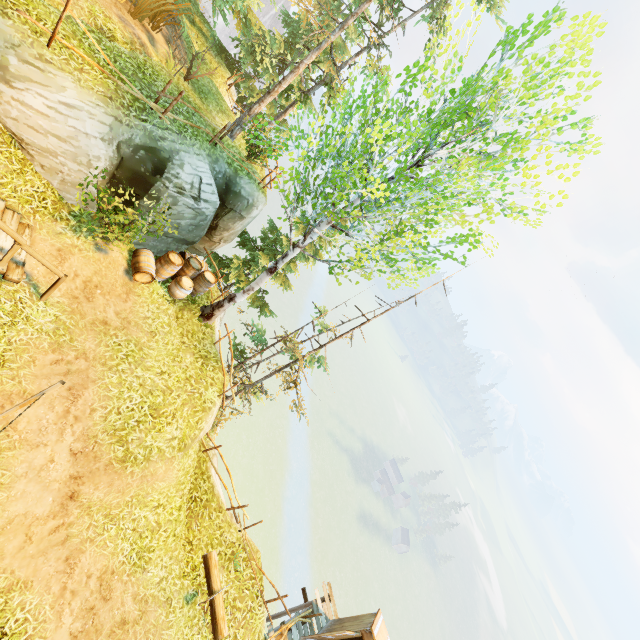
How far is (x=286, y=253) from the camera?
10.9m

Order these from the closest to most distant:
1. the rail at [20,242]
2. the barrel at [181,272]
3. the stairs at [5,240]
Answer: the rail at [20,242] < the stairs at [5,240] < the barrel at [181,272]

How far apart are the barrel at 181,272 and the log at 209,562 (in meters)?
9.05

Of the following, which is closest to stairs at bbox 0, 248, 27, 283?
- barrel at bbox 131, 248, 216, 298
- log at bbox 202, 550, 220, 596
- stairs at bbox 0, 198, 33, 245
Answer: stairs at bbox 0, 198, 33, 245

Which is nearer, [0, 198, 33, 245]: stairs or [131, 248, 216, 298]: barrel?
[0, 198, 33, 245]: stairs

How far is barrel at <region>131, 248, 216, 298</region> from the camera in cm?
1043

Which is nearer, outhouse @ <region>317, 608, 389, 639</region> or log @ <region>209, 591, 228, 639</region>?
log @ <region>209, 591, 228, 639</region>

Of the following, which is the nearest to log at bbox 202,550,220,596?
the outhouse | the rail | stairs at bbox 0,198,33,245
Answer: the outhouse
